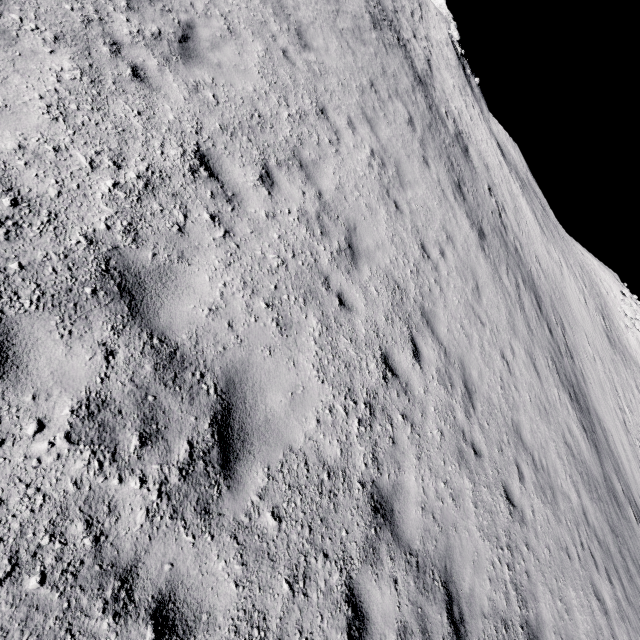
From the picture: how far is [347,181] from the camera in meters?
6.9 m
